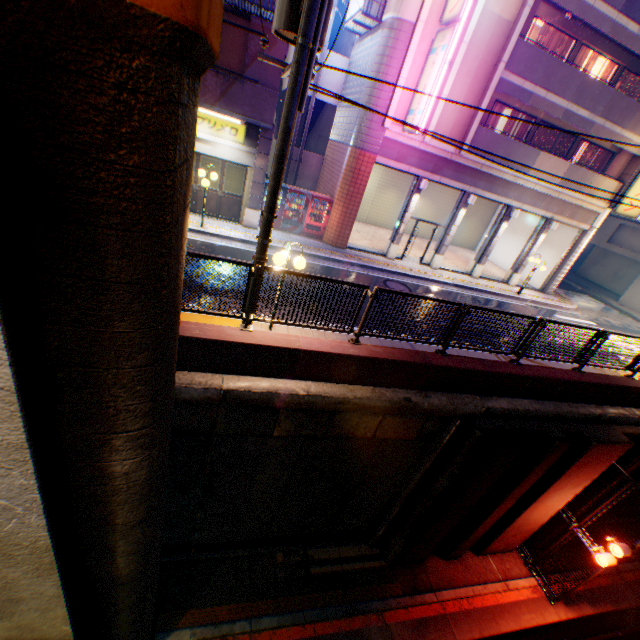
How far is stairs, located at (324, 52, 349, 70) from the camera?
16.2m

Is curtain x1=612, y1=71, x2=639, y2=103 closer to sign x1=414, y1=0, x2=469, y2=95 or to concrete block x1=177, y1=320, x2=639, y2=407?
sign x1=414, y1=0, x2=469, y2=95

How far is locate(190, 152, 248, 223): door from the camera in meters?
13.7

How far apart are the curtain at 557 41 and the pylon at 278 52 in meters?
11.6 m

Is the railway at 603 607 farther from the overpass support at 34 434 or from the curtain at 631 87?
the curtain at 631 87

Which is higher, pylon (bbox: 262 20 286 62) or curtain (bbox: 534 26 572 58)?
curtain (bbox: 534 26 572 58)

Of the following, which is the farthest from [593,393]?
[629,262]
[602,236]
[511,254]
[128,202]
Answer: [629,262]

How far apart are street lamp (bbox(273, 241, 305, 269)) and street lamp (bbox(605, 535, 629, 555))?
11.10m
